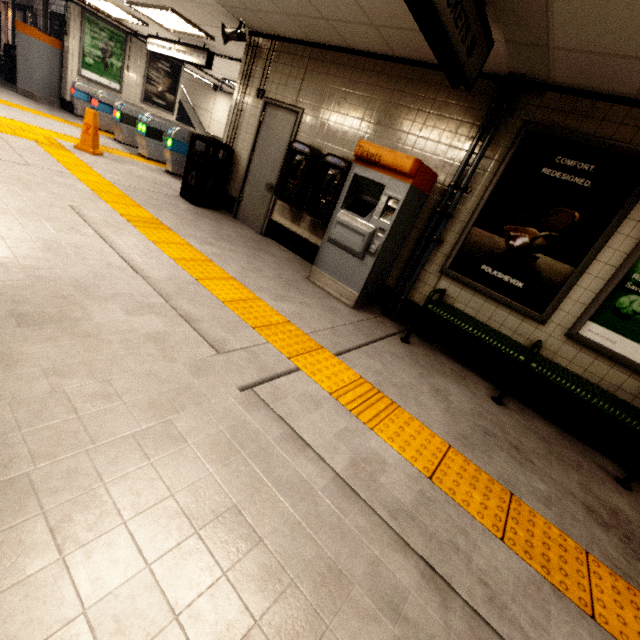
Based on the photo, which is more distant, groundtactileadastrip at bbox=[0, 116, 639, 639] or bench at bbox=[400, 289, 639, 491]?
bench at bbox=[400, 289, 639, 491]

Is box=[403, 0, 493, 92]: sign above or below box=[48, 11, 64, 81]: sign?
above

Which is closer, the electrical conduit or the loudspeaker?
the electrical conduit

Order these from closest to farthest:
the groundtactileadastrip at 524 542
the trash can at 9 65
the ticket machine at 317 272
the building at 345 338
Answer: the groundtactileadastrip at 524 542 < the building at 345 338 < the ticket machine at 317 272 < the trash can at 9 65

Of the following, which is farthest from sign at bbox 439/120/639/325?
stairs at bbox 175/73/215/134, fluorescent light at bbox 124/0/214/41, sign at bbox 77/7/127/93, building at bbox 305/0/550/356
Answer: stairs at bbox 175/73/215/134

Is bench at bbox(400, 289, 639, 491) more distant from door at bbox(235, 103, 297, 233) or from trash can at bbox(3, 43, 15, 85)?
trash can at bbox(3, 43, 15, 85)

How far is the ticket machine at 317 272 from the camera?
3.7 meters

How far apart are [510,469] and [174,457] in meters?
2.4 m
